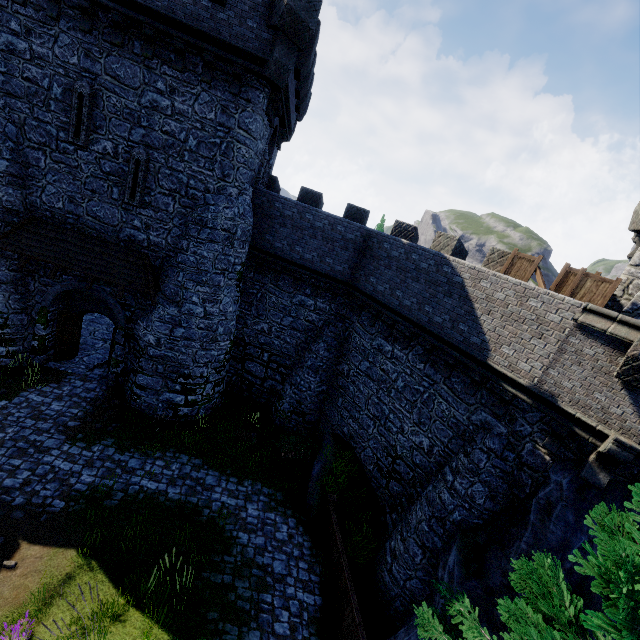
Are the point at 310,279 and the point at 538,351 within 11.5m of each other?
yes

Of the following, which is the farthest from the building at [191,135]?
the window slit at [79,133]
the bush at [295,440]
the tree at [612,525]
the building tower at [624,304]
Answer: the tree at [612,525]

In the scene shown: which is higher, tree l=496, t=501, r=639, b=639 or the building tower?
the building tower

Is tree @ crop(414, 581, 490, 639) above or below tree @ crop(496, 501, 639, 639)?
below

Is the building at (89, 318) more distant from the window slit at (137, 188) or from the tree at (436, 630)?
the tree at (436, 630)

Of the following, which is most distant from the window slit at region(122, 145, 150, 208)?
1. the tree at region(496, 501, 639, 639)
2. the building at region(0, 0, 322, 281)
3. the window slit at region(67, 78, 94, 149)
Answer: the tree at region(496, 501, 639, 639)

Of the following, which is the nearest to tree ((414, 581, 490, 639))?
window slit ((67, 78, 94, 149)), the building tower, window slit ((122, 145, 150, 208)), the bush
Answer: the building tower

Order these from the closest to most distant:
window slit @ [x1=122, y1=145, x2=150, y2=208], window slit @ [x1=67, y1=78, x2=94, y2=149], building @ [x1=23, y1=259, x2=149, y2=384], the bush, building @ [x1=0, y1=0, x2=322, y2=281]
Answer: building @ [x1=0, y1=0, x2=322, y2=281], window slit @ [x1=67, y1=78, x2=94, y2=149], window slit @ [x1=122, y1=145, x2=150, y2=208], building @ [x1=23, y1=259, x2=149, y2=384], the bush
